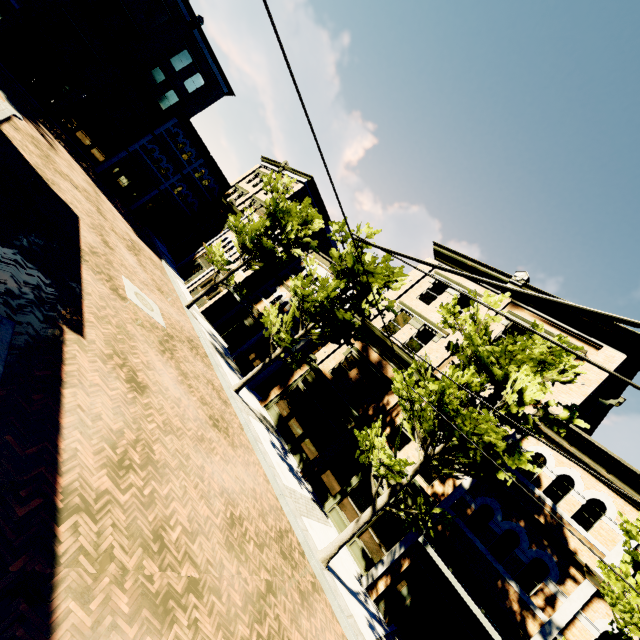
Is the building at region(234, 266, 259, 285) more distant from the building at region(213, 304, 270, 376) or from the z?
the z

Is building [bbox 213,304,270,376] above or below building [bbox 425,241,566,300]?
below

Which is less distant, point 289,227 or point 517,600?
point 517,600

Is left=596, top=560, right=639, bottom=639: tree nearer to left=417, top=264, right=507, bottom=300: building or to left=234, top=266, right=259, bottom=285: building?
left=417, top=264, right=507, bottom=300: building

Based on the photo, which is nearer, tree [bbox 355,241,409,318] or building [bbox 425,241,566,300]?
tree [bbox 355,241,409,318]

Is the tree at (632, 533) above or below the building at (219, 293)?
above

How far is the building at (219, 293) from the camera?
23.2m
